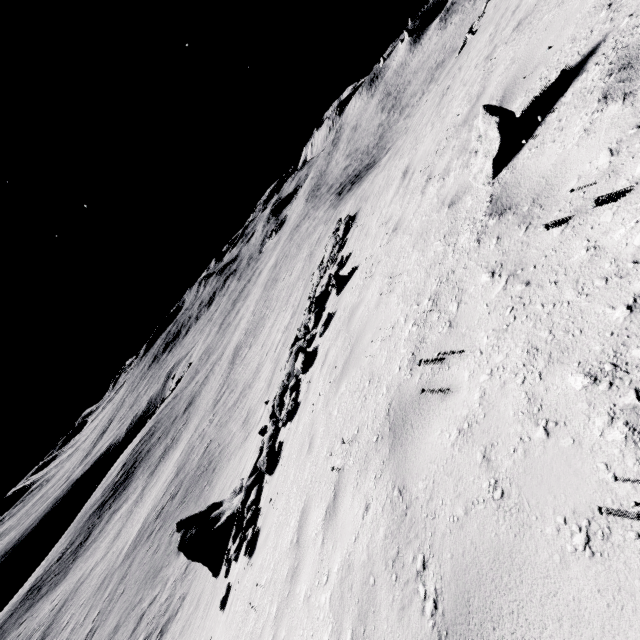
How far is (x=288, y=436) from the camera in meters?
8.0 m

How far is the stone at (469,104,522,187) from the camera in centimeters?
321cm

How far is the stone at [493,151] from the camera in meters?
3.2 m
